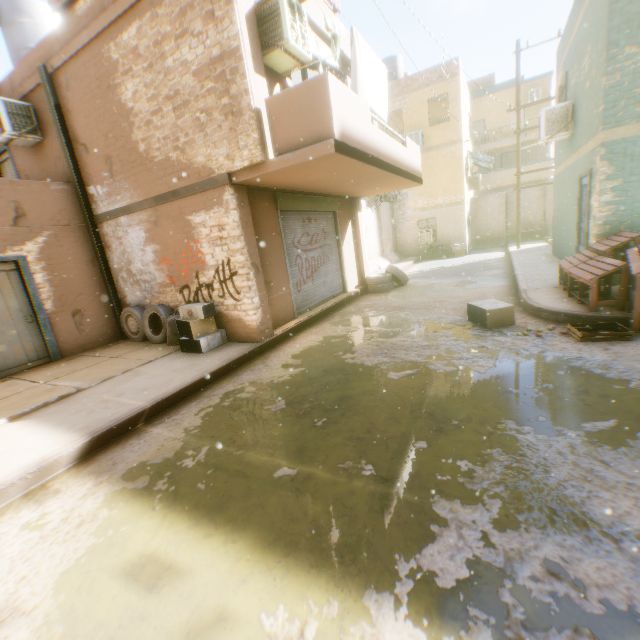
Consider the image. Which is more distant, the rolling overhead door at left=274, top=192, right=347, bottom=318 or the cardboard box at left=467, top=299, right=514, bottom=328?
the rolling overhead door at left=274, top=192, right=347, bottom=318

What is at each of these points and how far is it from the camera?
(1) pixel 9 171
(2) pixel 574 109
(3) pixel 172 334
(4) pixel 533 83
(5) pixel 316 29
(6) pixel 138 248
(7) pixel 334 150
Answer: (1) door, 9.8m
(2) building, 8.6m
(3) trash bag, 7.3m
(4) building, 25.7m
(5) building, 7.3m
(6) building, 7.8m
(7) balcony, 5.0m

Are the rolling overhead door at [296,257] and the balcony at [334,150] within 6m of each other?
yes

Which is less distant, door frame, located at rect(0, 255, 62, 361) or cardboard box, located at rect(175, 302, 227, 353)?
cardboard box, located at rect(175, 302, 227, 353)

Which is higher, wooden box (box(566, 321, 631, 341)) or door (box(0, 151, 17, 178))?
door (box(0, 151, 17, 178))

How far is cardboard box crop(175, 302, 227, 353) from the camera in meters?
6.6 m

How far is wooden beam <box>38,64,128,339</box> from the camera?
7.6m

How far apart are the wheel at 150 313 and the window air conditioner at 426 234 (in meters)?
15.62
